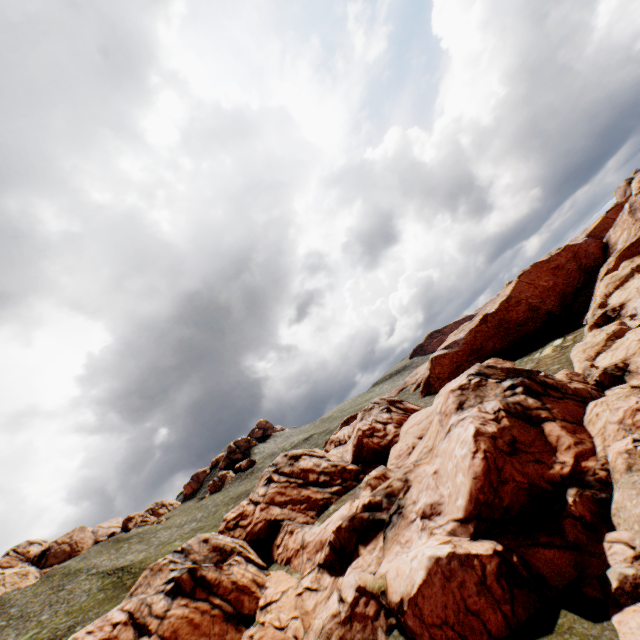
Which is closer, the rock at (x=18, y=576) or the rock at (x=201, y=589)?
the rock at (x=201, y=589)

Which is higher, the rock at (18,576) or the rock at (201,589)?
the rock at (18,576)

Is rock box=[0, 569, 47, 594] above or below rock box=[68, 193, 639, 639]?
above

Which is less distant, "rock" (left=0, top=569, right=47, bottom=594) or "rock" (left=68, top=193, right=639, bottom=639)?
"rock" (left=68, top=193, right=639, bottom=639)

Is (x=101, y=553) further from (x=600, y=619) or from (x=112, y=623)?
(x=600, y=619)
